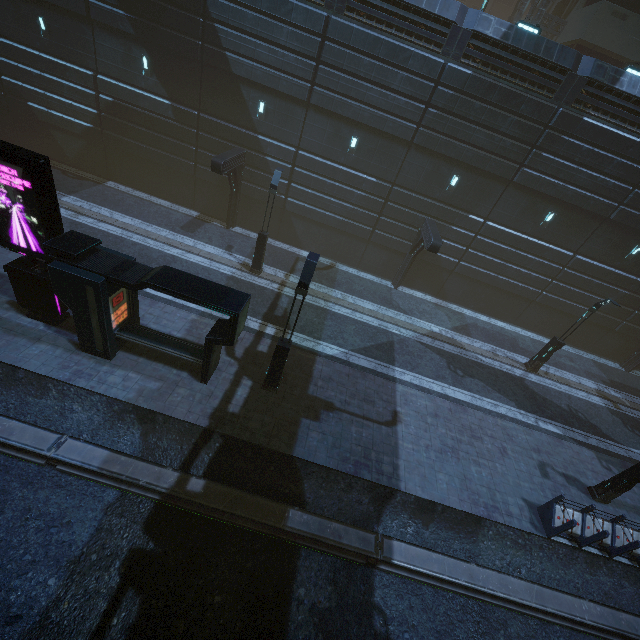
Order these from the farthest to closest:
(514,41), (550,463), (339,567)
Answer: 1. (514,41)
2. (550,463)
3. (339,567)

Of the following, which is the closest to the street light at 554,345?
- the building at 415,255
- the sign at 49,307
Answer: the building at 415,255

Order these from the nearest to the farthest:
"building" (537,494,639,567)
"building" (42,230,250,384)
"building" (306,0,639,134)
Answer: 1. "building" (42,230,250,384)
2. "building" (537,494,639,567)
3. "building" (306,0,639,134)

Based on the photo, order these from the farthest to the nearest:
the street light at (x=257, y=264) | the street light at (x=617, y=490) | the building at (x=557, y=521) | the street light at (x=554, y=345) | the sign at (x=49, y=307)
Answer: the street light at (x=554, y=345)
the street light at (x=257, y=264)
the street light at (x=617, y=490)
the building at (x=557, y=521)
the sign at (x=49, y=307)

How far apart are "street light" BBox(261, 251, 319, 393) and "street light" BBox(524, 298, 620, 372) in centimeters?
1509cm

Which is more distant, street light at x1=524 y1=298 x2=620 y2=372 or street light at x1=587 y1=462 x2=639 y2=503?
street light at x1=524 y1=298 x2=620 y2=372

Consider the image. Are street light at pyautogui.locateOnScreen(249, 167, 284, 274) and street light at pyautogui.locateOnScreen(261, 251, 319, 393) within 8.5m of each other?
yes

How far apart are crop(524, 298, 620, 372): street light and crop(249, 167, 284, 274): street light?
16.7 meters
